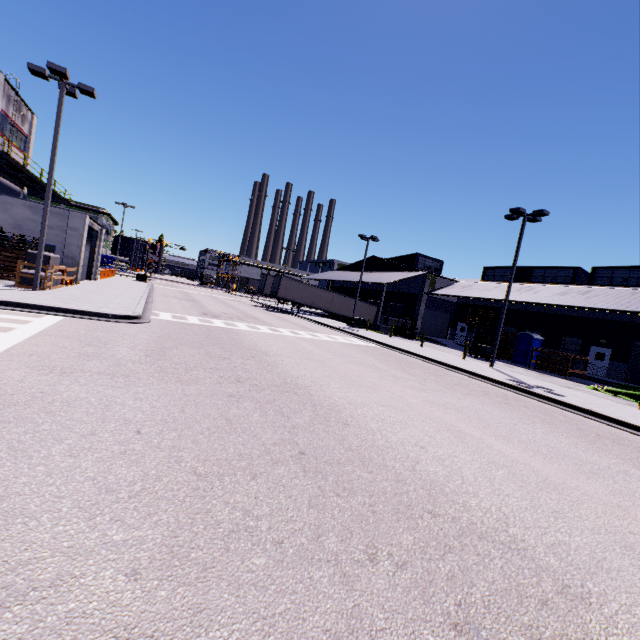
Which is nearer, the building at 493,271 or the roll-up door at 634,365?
the roll-up door at 634,365

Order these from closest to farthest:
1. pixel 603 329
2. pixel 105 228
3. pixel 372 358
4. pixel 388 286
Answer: pixel 372 358, pixel 603 329, pixel 105 228, pixel 388 286

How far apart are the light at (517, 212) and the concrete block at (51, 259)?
25.7 meters

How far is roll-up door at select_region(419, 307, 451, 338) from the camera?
40.12m

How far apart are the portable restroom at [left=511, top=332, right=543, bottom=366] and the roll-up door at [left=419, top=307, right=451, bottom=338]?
11.79m

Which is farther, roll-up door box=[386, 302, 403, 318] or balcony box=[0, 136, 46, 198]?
roll-up door box=[386, 302, 403, 318]

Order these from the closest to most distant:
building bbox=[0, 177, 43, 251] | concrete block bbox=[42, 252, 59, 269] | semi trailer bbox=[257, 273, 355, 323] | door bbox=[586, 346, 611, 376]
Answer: concrete block bbox=[42, 252, 59, 269]
building bbox=[0, 177, 43, 251]
door bbox=[586, 346, 611, 376]
semi trailer bbox=[257, 273, 355, 323]

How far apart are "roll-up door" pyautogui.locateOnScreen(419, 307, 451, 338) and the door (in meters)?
15.04
